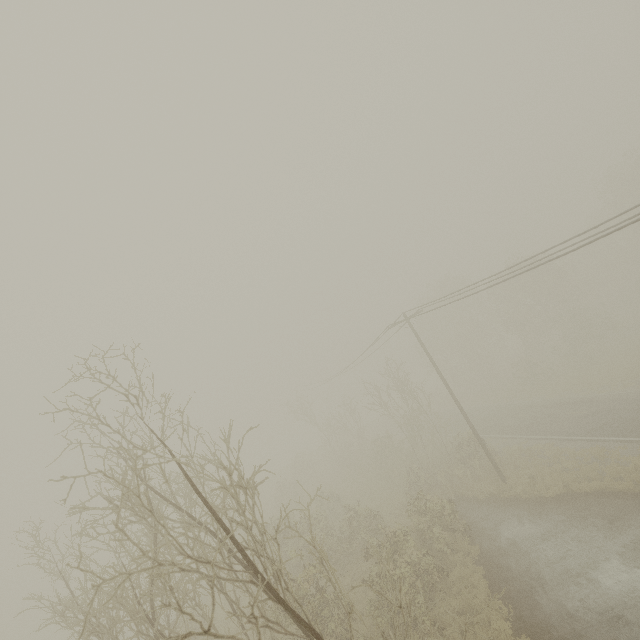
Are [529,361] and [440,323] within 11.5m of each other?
no
